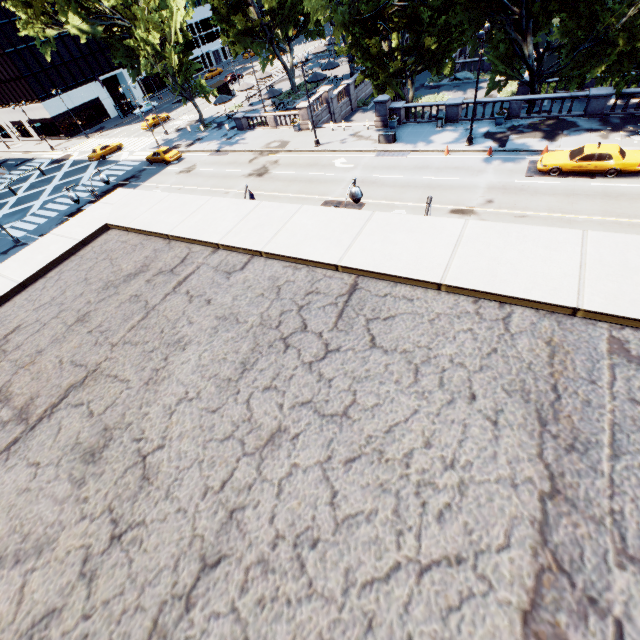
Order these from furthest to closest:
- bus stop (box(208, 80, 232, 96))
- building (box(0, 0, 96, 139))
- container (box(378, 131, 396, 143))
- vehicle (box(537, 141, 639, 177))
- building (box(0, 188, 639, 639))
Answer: bus stop (box(208, 80, 232, 96)) < building (box(0, 0, 96, 139)) < container (box(378, 131, 396, 143)) < vehicle (box(537, 141, 639, 177)) < building (box(0, 188, 639, 639))

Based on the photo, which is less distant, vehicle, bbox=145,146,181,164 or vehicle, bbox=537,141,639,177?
vehicle, bbox=537,141,639,177

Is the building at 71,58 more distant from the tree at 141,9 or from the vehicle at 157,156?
the vehicle at 157,156

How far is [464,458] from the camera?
2.23m

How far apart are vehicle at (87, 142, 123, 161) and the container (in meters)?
40.00

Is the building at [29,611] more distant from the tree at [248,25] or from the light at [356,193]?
the tree at [248,25]

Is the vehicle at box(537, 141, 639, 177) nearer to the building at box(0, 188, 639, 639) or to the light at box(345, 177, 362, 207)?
the light at box(345, 177, 362, 207)

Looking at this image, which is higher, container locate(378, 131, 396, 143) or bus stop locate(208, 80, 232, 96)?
bus stop locate(208, 80, 232, 96)
